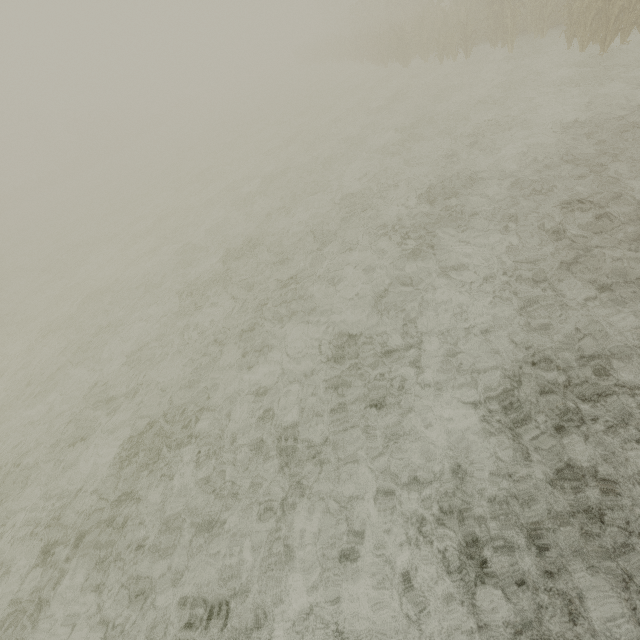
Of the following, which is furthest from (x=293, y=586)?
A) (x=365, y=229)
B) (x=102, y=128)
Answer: (x=102, y=128)
